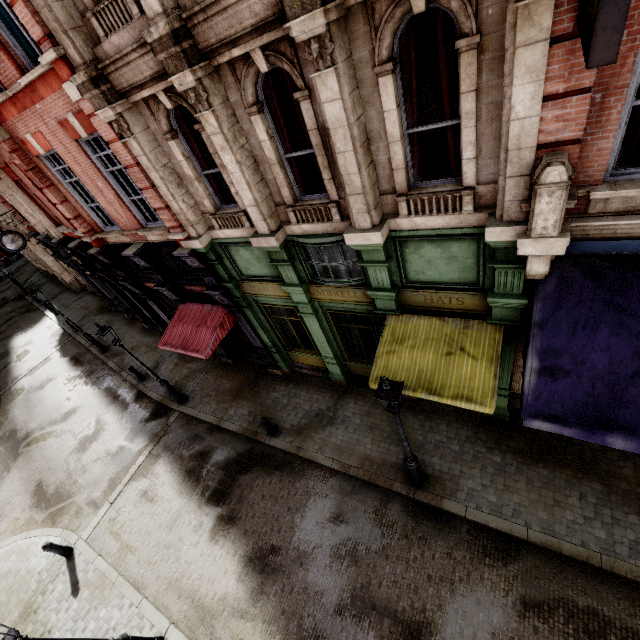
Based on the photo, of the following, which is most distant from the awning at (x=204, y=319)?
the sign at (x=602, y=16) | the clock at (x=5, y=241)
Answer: the clock at (x=5, y=241)

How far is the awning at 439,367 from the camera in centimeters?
627cm

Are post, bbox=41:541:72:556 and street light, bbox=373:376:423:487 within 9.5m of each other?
no

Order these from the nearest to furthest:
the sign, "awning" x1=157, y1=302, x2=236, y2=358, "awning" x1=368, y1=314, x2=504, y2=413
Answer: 1. the sign
2. "awning" x1=368, y1=314, x2=504, y2=413
3. "awning" x1=157, y1=302, x2=236, y2=358

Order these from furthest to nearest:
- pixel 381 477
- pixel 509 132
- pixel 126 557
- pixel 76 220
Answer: pixel 76 220
pixel 126 557
pixel 381 477
pixel 509 132

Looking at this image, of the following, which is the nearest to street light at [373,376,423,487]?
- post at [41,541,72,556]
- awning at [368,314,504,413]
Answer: awning at [368,314,504,413]

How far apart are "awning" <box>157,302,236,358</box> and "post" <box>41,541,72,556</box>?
6.72m

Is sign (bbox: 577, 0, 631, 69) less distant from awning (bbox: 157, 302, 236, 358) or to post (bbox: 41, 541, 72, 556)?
awning (bbox: 157, 302, 236, 358)
